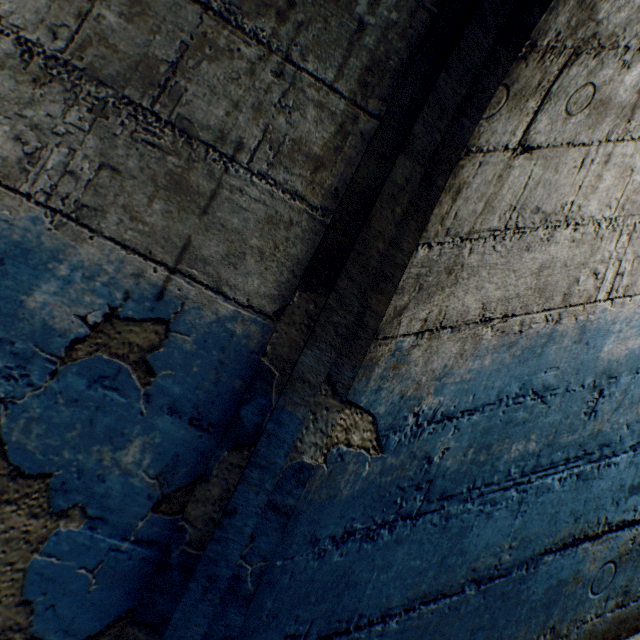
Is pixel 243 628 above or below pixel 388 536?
below
